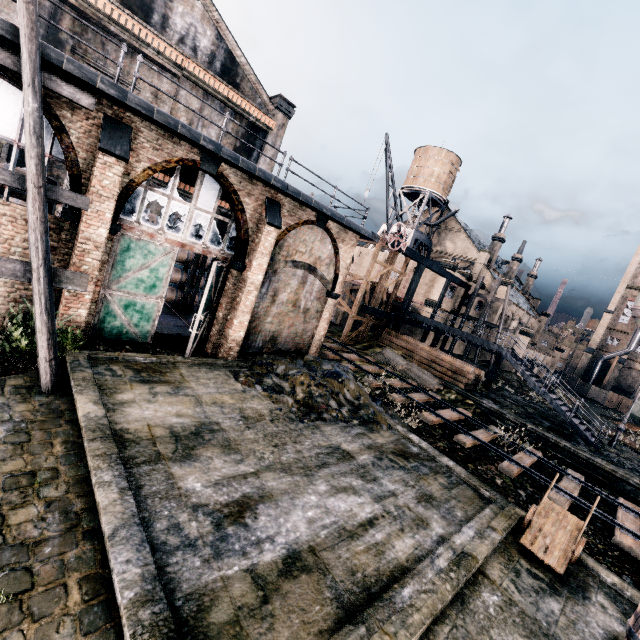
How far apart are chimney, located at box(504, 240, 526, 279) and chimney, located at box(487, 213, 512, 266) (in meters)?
9.47

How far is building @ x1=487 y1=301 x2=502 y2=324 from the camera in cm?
4391

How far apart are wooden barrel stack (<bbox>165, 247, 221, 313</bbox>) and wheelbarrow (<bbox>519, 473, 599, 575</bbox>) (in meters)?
18.35

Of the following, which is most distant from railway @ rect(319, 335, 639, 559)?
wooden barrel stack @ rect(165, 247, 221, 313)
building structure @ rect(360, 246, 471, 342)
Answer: wooden barrel stack @ rect(165, 247, 221, 313)

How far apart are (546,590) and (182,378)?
11.6m

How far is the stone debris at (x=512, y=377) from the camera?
36.53m

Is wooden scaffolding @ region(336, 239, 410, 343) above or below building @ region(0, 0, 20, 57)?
below

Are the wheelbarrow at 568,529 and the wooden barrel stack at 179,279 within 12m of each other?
no
